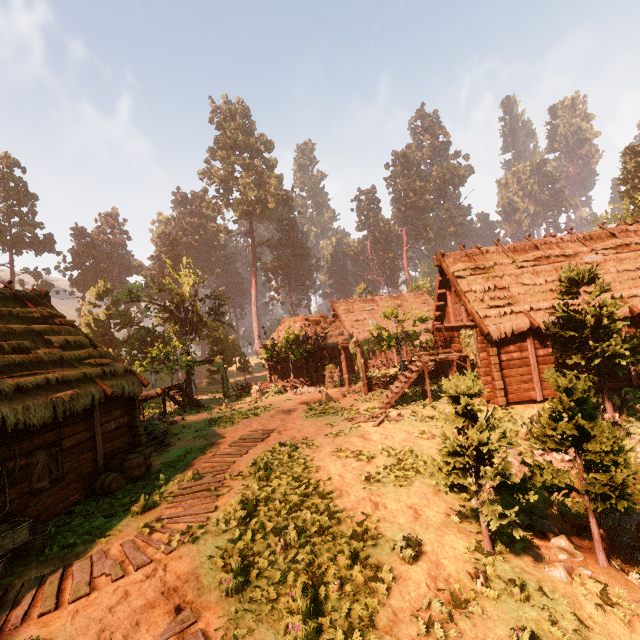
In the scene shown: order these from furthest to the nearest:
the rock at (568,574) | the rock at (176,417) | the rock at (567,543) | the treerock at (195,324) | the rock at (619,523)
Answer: the treerock at (195,324)
the rock at (176,417)
the rock at (619,523)
the rock at (567,543)
the rock at (568,574)

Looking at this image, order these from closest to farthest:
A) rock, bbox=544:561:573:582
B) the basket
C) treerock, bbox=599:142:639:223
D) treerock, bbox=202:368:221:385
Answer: rock, bbox=544:561:573:582 → the basket → treerock, bbox=599:142:639:223 → treerock, bbox=202:368:221:385

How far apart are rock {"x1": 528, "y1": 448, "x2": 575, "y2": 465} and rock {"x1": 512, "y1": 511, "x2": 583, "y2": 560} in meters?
3.6

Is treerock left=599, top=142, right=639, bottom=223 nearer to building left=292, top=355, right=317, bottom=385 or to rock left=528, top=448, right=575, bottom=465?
building left=292, top=355, right=317, bottom=385

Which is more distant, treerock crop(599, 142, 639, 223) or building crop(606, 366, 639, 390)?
treerock crop(599, 142, 639, 223)

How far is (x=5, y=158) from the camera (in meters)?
44.75

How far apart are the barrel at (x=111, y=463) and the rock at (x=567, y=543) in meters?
10.7

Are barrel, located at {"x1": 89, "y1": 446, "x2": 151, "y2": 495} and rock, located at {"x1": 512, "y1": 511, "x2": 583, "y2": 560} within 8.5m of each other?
no
